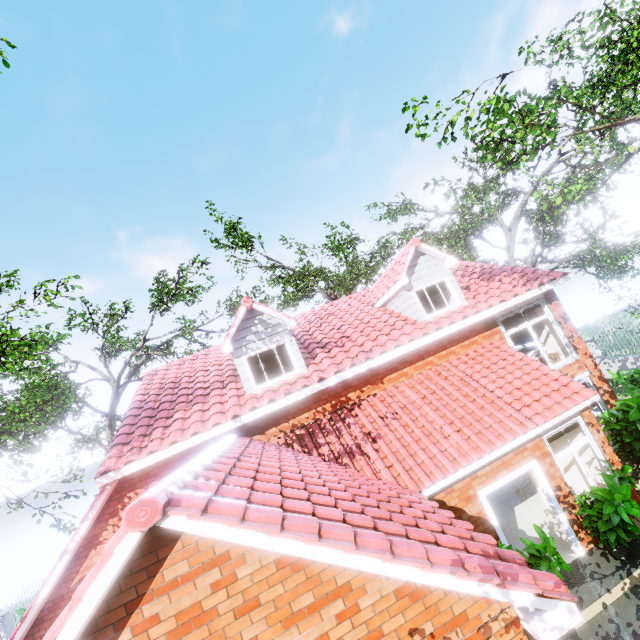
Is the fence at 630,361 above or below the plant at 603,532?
below

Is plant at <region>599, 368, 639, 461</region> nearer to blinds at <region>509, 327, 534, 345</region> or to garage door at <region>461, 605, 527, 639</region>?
blinds at <region>509, 327, 534, 345</region>

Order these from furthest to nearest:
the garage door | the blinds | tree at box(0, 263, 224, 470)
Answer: the blinds
tree at box(0, 263, 224, 470)
the garage door

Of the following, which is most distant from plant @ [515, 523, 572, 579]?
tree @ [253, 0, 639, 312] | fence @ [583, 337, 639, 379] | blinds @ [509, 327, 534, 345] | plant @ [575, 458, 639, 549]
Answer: fence @ [583, 337, 639, 379]

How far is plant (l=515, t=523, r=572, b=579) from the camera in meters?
5.9 m

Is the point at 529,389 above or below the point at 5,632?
above

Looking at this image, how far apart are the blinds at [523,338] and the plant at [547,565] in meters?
8.3

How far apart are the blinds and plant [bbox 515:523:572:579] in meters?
8.3
